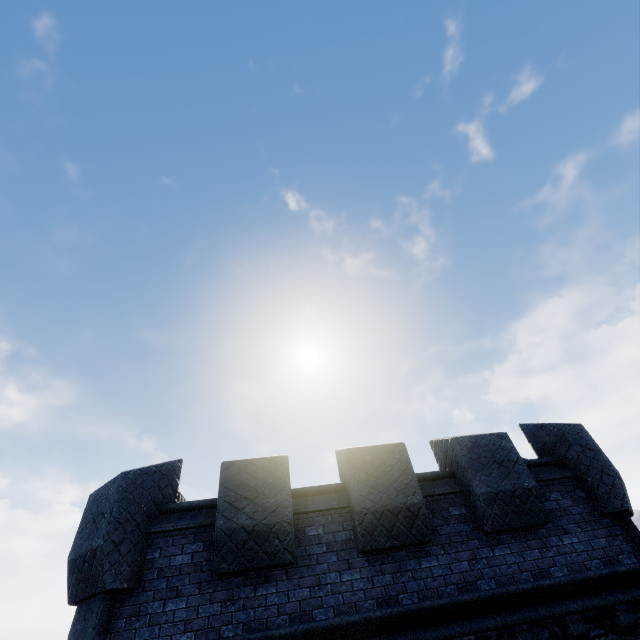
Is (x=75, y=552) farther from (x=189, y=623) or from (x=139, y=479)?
(x=189, y=623)
